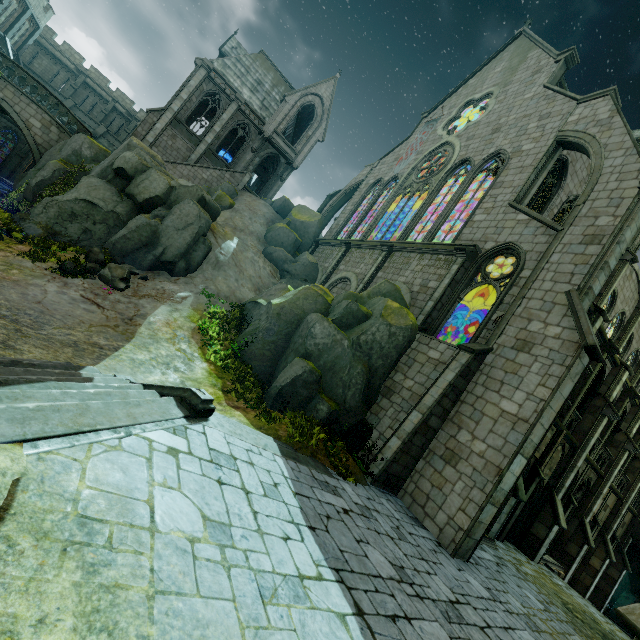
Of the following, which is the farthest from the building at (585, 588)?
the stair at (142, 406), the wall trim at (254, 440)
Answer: the stair at (142, 406)

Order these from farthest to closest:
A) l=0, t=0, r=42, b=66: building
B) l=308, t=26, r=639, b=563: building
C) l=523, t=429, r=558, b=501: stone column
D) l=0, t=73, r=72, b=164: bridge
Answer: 1. l=0, t=0, r=42, b=66: building
2. l=0, t=73, r=72, b=164: bridge
3. l=523, t=429, r=558, b=501: stone column
4. l=308, t=26, r=639, b=563: building

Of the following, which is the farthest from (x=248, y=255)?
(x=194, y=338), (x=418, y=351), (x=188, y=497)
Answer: (x=188, y=497)

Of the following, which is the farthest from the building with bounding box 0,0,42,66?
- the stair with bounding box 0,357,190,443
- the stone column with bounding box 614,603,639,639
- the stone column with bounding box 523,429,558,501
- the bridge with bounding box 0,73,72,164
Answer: the stair with bounding box 0,357,190,443

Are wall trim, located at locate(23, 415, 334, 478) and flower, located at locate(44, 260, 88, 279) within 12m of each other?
yes

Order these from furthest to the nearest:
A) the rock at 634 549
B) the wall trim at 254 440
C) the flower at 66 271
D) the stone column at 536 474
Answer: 1. the rock at 634 549
2. the stone column at 536 474
3. the flower at 66 271
4. the wall trim at 254 440

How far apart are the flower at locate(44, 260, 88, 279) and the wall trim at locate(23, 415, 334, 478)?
9.26m

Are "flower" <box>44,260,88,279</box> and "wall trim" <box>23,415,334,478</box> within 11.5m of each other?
yes
